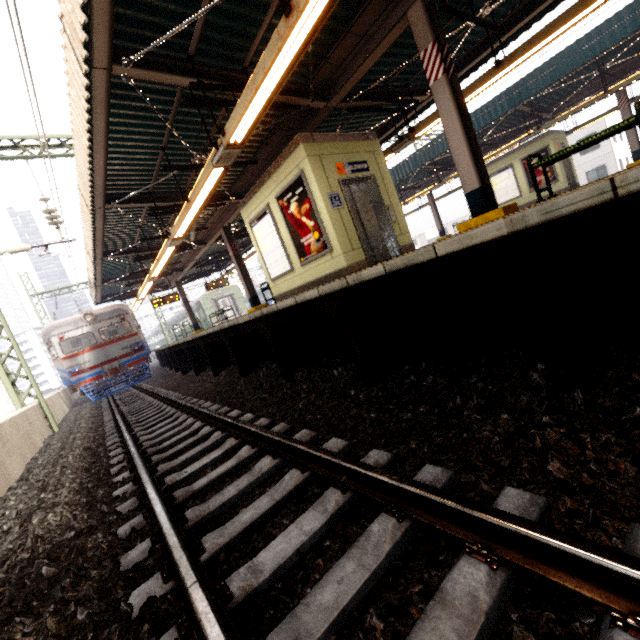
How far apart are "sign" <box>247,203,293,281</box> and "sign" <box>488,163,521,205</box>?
15.0m

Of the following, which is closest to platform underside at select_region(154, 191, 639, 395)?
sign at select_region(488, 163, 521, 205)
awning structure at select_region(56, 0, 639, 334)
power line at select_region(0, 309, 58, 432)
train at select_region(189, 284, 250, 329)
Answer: train at select_region(189, 284, 250, 329)

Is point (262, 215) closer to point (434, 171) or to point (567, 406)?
point (567, 406)

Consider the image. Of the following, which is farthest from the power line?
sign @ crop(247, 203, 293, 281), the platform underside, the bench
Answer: the bench

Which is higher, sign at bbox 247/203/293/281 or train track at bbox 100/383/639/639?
sign at bbox 247/203/293/281

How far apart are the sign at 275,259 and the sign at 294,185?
0.3 meters

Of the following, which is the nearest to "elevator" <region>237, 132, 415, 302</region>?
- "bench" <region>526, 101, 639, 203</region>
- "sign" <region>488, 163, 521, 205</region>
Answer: "bench" <region>526, 101, 639, 203</region>

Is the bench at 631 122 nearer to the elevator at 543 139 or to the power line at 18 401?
the power line at 18 401
